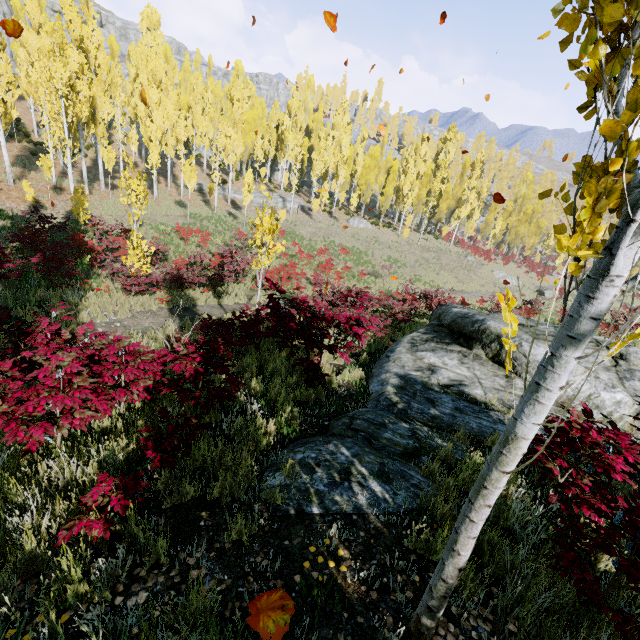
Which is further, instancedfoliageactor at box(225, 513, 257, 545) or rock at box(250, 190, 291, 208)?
rock at box(250, 190, 291, 208)

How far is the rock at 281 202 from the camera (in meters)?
37.97

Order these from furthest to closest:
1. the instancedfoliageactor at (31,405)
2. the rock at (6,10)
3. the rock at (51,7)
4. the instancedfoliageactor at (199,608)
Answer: the rock at (51,7) < the rock at (6,10) < the instancedfoliageactor at (199,608) < the instancedfoliageactor at (31,405)

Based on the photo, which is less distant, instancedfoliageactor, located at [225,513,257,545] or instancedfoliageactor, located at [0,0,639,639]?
instancedfoliageactor, located at [0,0,639,639]

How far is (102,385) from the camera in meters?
5.8

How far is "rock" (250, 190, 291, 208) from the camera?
38.0m

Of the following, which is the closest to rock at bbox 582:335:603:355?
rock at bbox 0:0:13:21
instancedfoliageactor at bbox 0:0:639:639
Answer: instancedfoliageactor at bbox 0:0:639:639
